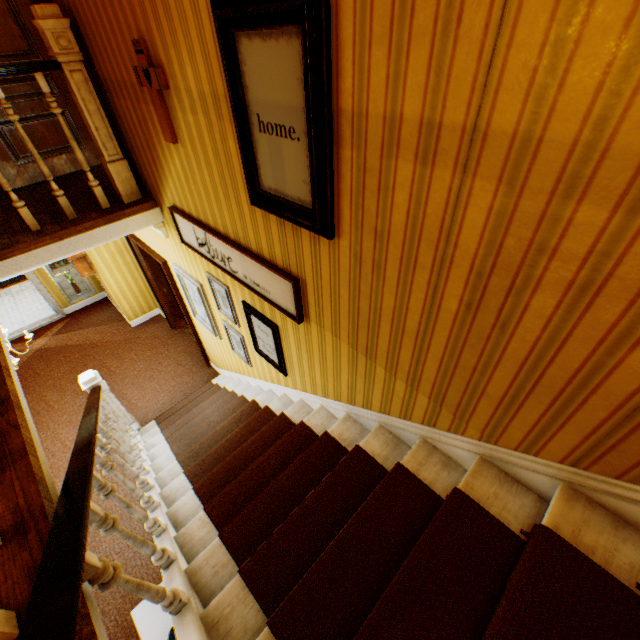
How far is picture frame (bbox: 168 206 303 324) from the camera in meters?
2.4

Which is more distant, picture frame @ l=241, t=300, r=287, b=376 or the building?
picture frame @ l=241, t=300, r=287, b=376

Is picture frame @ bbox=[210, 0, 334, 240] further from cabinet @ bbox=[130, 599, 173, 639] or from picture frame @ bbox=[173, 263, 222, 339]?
cabinet @ bbox=[130, 599, 173, 639]

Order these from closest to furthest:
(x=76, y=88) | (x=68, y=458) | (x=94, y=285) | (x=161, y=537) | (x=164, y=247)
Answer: (x=161, y=537)
(x=76, y=88)
(x=164, y=247)
(x=68, y=458)
(x=94, y=285)

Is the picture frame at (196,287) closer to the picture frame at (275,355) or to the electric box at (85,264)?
the picture frame at (275,355)

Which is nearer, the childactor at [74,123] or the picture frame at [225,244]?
the picture frame at [225,244]

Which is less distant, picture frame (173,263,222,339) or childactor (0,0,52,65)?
childactor (0,0,52,65)

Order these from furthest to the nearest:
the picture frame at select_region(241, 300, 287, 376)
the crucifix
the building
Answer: the picture frame at select_region(241, 300, 287, 376) < the crucifix < the building
